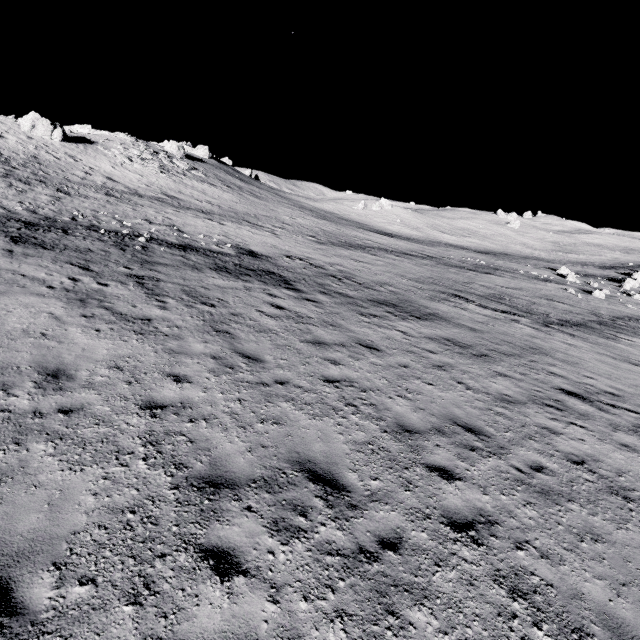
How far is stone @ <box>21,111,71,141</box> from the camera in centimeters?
3566cm

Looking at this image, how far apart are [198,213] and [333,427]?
28.9m

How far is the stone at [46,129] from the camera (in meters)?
35.66
